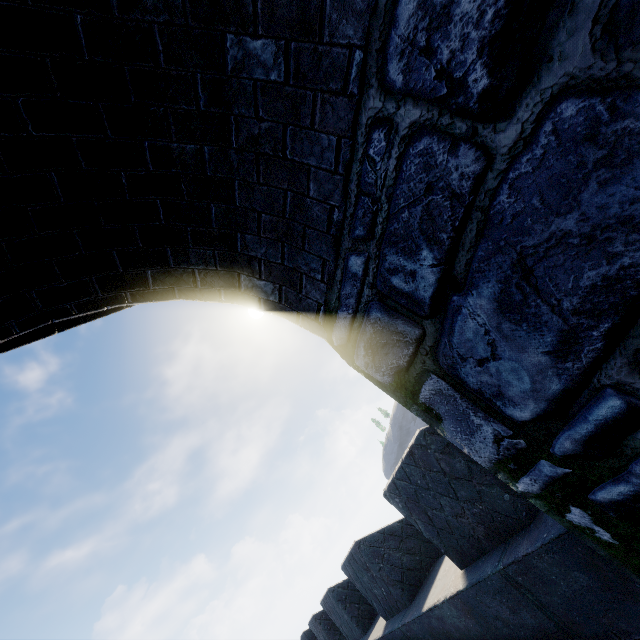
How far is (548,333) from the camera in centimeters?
129cm
